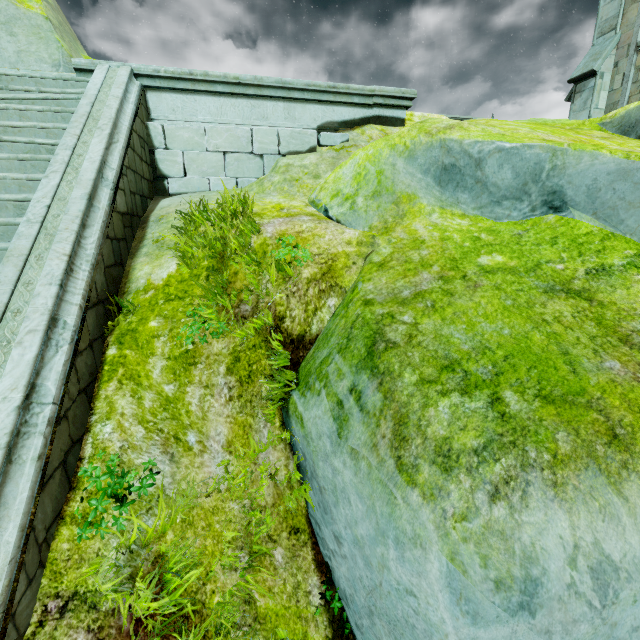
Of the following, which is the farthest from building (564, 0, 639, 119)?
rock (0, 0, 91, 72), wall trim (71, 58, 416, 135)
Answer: wall trim (71, 58, 416, 135)

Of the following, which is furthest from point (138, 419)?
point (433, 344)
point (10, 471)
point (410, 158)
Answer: point (410, 158)

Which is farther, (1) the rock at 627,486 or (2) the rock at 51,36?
(2) the rock at 51,36

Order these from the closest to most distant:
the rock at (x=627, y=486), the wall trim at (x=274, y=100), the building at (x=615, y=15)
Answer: the rock at (x=627, y=486) < the wall trim at (x=274, y=100) < the building at (x=615, y=15)

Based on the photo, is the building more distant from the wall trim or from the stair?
the stair

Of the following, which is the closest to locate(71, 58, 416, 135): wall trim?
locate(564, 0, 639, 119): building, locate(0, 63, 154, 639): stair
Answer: locate(0, 63, 154, 639): stair

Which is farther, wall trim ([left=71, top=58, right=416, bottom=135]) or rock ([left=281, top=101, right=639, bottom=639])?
wall trim ([left=71, top=58, right=416, bottom=135])

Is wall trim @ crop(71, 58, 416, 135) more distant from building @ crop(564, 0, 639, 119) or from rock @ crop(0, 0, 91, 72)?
building @ crop(564, 0, 639, 119)
